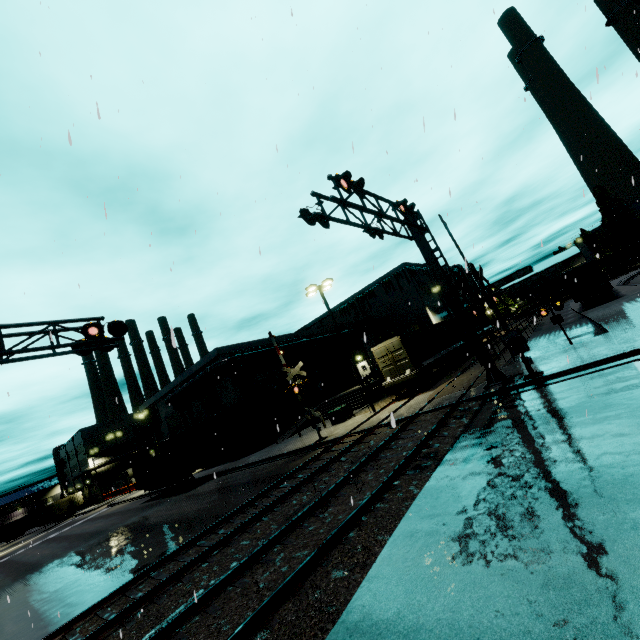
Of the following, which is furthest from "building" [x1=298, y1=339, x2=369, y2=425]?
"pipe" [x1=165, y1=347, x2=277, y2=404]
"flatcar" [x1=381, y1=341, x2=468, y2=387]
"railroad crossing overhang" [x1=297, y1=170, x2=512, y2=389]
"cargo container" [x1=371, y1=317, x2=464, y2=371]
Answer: "railroad crossing overhang" [x1=297, y1=170, x2=512, y2=389]

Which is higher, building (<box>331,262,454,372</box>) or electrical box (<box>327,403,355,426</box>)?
building (<box>331,262,454,372</box>)

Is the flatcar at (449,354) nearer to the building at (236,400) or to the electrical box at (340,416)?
the building at (236,400)

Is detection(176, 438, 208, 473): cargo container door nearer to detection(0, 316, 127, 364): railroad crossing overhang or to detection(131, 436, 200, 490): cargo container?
detection(131, 436, 200, 490): cargo container

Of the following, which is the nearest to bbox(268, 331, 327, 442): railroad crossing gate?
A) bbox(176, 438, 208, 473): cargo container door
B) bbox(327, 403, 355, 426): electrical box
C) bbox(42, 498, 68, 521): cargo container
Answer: bbox(327, 403, 355, 426): electrical box

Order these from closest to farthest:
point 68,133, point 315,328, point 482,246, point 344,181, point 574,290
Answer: point 68,133, point 344,181, point 482,246, point 574,290, point 315,328

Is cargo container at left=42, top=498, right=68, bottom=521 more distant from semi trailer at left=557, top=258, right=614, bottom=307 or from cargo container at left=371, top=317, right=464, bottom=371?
semi trailer at left=557, top=258, right=614, bottom=307

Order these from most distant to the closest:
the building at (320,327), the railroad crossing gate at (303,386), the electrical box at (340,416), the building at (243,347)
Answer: the building at (320,327), the building at (243,347), the electrical box at (340,416), the railroad crossing gate at (303,386)
